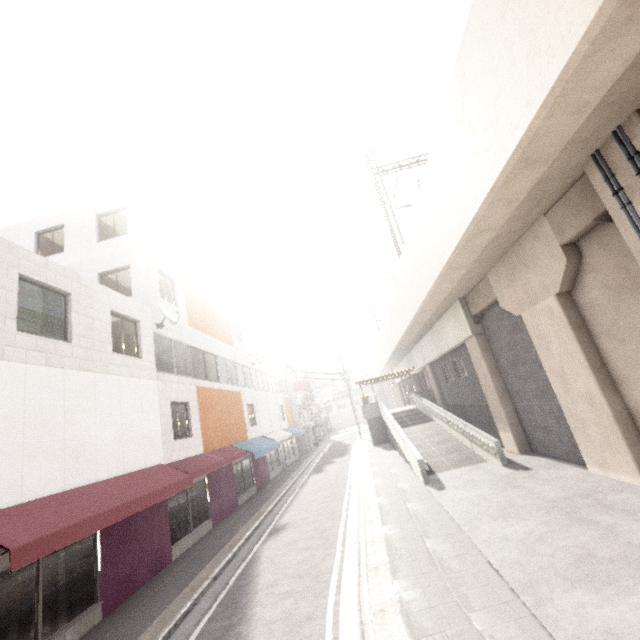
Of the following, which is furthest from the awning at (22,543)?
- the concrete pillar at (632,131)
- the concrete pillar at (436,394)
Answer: the concrete pillar at (436,394)

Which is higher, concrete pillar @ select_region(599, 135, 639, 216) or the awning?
concrete pillar @ select_region(599, 135, 639, 216)

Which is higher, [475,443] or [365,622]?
[475,443]

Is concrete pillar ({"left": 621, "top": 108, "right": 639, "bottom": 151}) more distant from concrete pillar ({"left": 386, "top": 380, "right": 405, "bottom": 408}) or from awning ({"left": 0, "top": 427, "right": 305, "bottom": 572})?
concrete pillar ({"left": 386, "top": 380, "right": 405, "bottom": 408})

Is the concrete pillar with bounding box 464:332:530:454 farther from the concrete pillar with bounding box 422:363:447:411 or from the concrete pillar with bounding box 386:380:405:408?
the concrete pillar with bounding box 386:380:405:408

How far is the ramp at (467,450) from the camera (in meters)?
12.83

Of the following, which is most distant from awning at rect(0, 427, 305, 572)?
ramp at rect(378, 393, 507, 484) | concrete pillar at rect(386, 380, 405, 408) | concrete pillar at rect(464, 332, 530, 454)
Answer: concrete pillar at rect(386, 380, 405, 408)
